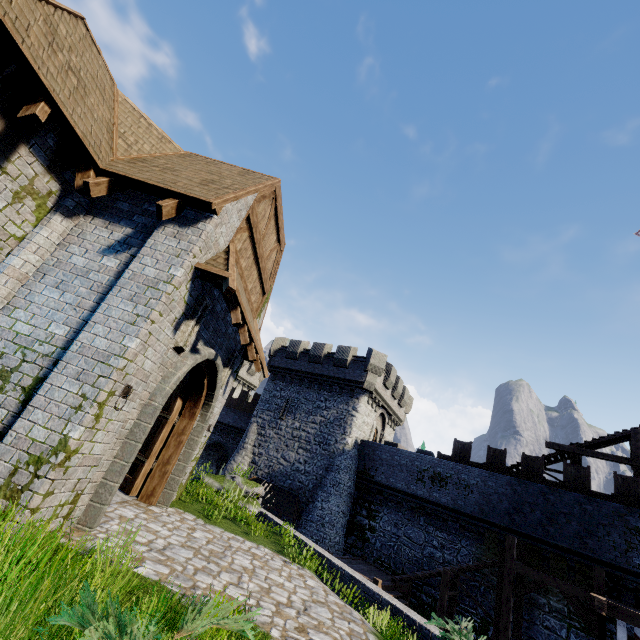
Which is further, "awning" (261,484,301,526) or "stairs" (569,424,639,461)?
"awning" (261,484,301,526)

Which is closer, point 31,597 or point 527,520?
point 31,597

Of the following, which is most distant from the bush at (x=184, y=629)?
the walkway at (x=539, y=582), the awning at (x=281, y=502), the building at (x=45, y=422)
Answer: the awning at (x=281, y=502)

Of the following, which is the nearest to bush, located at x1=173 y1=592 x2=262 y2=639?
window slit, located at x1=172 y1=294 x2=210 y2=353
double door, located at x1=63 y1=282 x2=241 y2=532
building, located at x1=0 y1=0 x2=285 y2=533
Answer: building, located at x1=0 y1=0 x2=285 y2=533

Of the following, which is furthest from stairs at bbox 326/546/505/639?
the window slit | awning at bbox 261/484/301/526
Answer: the window slit

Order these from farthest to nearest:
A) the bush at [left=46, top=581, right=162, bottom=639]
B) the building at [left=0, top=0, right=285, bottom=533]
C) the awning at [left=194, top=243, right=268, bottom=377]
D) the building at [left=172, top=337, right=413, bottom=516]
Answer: the building at [left=172, top=337, right=413, bottom=516]
the awning at [left=194, top=243, right=268, bottom=377]
the building at [left=0, top=0, right=285, bottom=533]
the bush at [left=46, top=581, right=162, bottom=639]

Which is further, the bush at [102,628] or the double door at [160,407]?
the double door at [160,407]

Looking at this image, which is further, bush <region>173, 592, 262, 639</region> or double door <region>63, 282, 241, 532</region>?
double door <region>63, 282, 241, 532</region>
